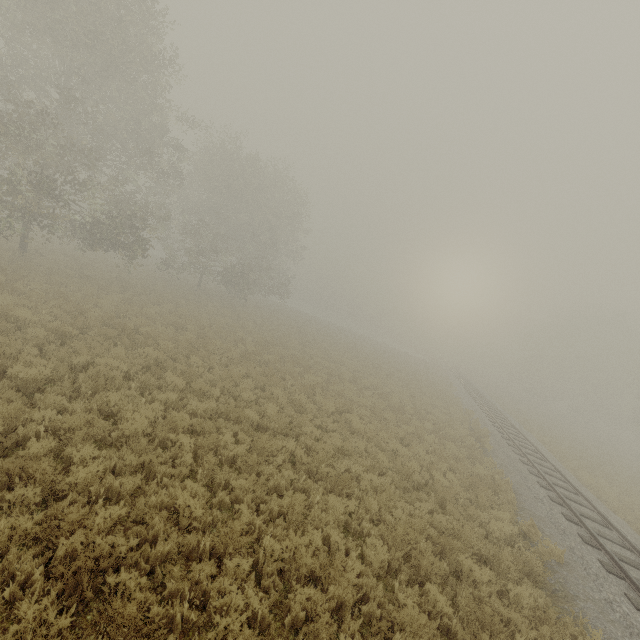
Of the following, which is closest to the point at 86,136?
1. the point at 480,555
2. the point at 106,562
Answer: the point at 106,562
